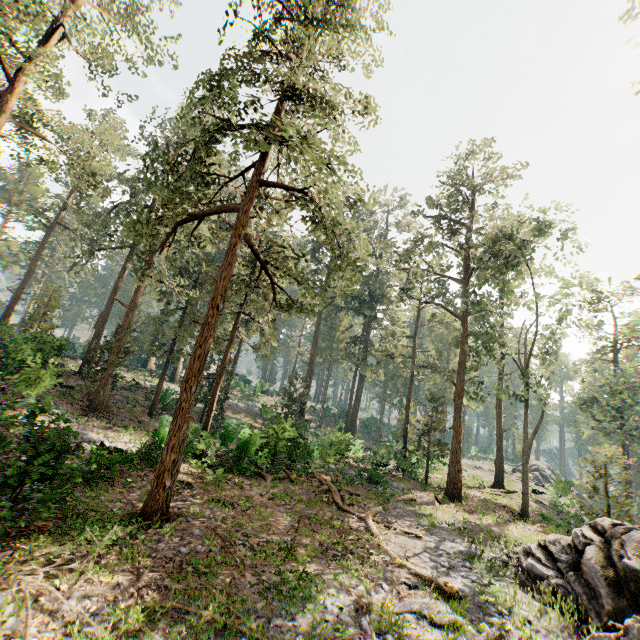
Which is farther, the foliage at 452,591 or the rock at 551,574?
the foliage at 452,591

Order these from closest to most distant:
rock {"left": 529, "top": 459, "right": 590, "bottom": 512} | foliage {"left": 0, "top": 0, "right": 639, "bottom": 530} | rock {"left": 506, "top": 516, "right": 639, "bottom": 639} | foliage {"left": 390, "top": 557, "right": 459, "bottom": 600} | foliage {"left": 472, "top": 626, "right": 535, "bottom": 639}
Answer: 1. foliage {"left": 472, "top": 626, "right": 535, "bottom": 639}
2. rock {"left": 506, "top": 516, "right": 639, "bottom": 639}
3. foliage {"left": 390, "top": 557, "right": 459, "bottom": 600}
4. foliage {"left": 0, "top": 0, "right": 639, "bottom": 530}
5. rock {"left": 529, "top": 459, "right": 590, "bottom": 512}

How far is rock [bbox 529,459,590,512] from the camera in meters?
31.2

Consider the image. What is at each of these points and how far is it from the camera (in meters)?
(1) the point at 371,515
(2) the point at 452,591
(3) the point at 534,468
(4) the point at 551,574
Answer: (1) foliage, 15.00
(2) foliage, 9.62
(3) rock, 51.91
(4) rock, 11.01

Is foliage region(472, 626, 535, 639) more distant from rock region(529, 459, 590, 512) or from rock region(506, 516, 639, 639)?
rock region(529, 459, 590, 512)

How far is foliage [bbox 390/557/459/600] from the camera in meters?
9.4

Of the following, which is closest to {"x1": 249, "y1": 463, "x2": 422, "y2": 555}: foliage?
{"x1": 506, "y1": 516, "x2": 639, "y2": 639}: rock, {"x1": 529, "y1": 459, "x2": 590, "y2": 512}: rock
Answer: {"x1": 506, "y1": 516, "x2": 639, "y2": 639}: rock
